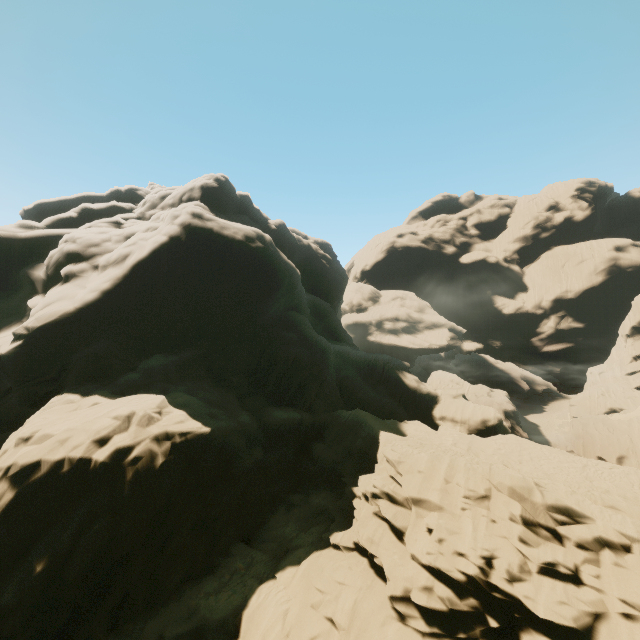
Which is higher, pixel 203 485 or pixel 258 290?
pixel 258 290
